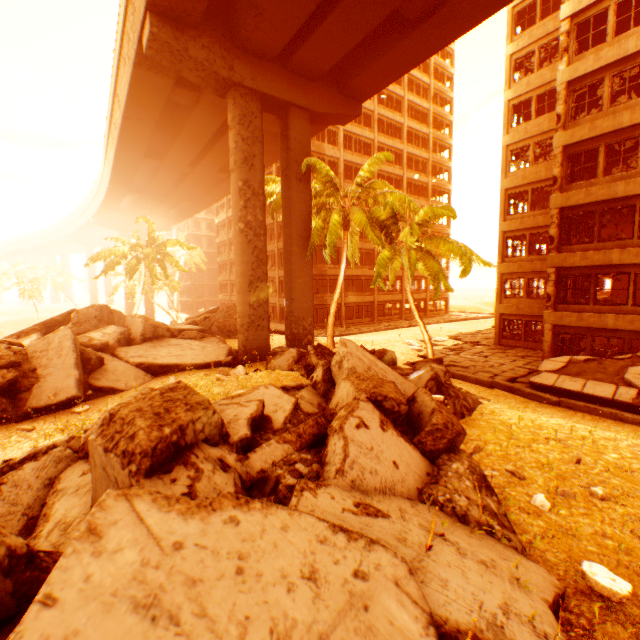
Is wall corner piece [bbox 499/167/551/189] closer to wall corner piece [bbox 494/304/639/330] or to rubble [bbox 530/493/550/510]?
wall corner piece [bbox 494/304/639/330]

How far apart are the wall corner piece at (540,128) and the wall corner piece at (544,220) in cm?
519

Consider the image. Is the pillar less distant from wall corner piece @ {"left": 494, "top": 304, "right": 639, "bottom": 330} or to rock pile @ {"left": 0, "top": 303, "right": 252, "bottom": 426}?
wall corner piece @ {"left": 494, "top": 304, "right": 639, "bottom": 330}

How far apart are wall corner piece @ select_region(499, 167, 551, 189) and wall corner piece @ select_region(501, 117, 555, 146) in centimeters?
219cm

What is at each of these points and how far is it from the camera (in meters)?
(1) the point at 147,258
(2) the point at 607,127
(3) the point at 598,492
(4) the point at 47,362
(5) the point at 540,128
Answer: (1) rubble, 30.42
(2) wall corner piece, 14.66
(3) rubble, 5.91
(4) rock pile, 11.36
(5) wall corner piece, 21.06

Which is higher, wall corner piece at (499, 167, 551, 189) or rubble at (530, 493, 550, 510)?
wall corner piece at (499, 167, 551, 189)

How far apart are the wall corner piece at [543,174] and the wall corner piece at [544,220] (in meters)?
2.20

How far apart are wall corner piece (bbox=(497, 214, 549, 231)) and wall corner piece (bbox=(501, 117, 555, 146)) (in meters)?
5.19
